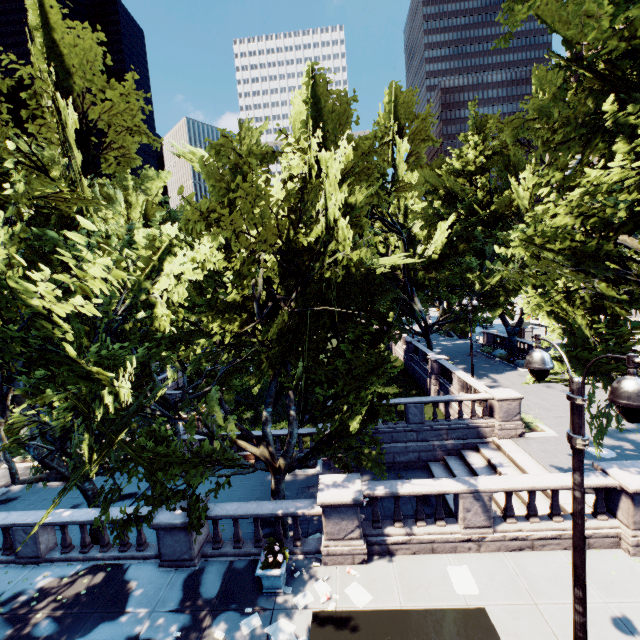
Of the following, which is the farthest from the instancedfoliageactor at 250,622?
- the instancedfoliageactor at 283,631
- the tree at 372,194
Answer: the tree at 372,194

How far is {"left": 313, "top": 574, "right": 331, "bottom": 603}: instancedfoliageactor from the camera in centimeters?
897cm

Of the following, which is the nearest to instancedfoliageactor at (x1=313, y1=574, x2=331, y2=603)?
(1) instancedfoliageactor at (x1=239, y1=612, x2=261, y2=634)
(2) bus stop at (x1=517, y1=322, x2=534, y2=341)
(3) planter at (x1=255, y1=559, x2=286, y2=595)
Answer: (3) planter at (x1=255, y1=559, x2=286, y2=595)

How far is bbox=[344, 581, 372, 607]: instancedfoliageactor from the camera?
8.84m

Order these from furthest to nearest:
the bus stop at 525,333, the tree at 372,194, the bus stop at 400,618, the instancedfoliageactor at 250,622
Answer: the bus stop at 525,333
the instancedfoliageactor at 250,622
the tree at 372,194
the bus stop at 400,618

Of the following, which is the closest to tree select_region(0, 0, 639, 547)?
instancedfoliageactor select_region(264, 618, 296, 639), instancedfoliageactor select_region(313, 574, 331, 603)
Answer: instancedfoliageactor select_region(313, 574, 331, 603)

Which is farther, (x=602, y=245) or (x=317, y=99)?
(x=317, y=99)

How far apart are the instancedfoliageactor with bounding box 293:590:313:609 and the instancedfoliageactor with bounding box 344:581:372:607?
0.4m
